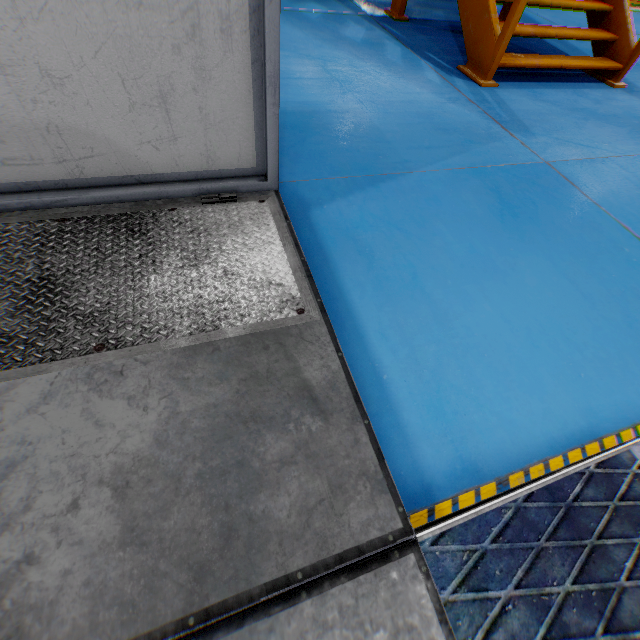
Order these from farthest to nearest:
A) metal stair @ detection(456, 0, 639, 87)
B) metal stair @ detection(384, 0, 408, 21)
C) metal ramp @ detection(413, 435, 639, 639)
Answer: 1. metal stair @ detection(384, 0, 408, 21)
2. metal stair @ detection(456, 0, 639, 87)
3. metal ramp @ detection(413, 435, 639, 639)

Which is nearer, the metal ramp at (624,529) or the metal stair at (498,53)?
the metal ramp at (624,529)

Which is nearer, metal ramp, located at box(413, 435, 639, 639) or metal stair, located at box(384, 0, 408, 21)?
metal ramp, located at box(413, 435, 639, 639)

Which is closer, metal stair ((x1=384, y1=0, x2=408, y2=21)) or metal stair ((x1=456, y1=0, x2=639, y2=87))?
metal stair ((x1=456, y1=0, x2=639, y2=87))

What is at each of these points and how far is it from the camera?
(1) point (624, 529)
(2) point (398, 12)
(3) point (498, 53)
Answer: (1) metal ramp, 1.06m
(2) metal stair, 4.83m
(3) metal stair, 3.47m

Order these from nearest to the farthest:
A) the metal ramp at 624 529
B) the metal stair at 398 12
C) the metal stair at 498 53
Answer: the metal ramp at 624 529 → the metal stair at 498 53 → the metal stair at 398 12
